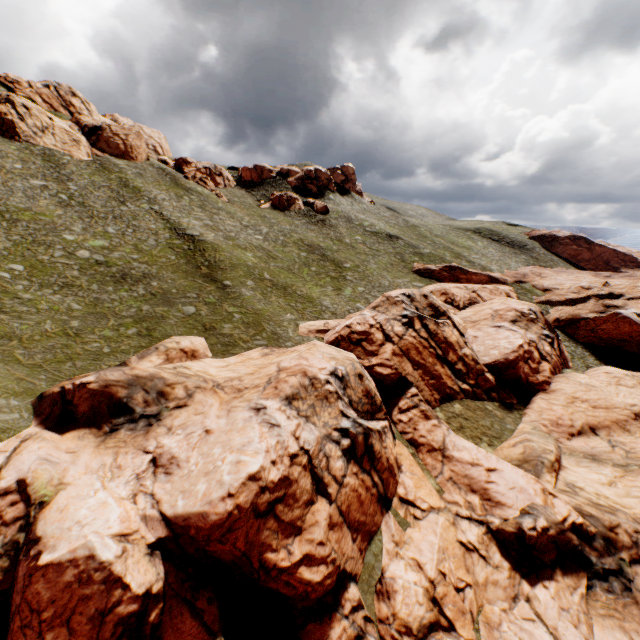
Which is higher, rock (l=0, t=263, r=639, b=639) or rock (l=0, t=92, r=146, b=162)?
rock (l=0, t=92, r=146, b=162)

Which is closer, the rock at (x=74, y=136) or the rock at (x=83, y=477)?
the rock at (x=83, y=477)

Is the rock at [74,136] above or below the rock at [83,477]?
above

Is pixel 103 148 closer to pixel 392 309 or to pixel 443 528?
pixel 392 309

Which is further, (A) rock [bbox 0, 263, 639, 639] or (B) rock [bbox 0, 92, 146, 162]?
(B) rock [bbox 0, 92, 146, 162]
